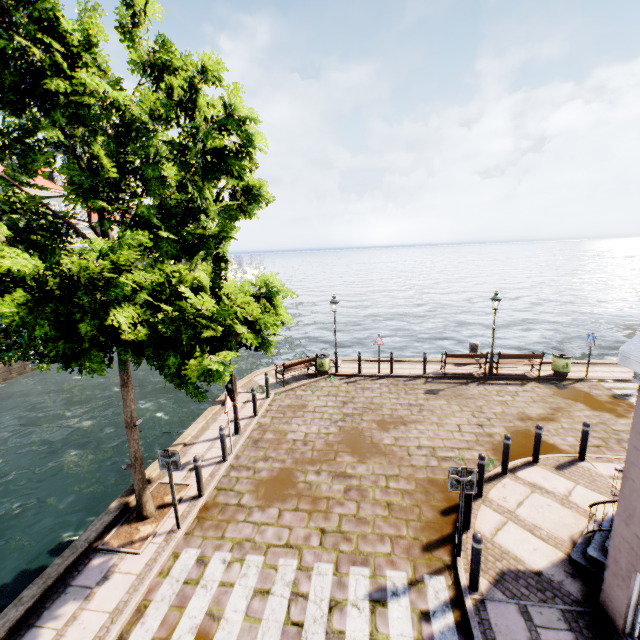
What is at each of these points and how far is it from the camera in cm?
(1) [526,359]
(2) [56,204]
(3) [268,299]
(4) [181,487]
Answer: (1) bench, 1470
(2) building, 3728
(3) tree, 654
(4) tree planter, 836

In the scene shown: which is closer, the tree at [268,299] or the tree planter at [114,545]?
the tree at [268,299]

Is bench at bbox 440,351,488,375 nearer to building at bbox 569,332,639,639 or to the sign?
building at bbox 569,332,639,639

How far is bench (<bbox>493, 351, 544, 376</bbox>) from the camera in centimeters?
1392cm

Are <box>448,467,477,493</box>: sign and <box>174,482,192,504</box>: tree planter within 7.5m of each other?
yes

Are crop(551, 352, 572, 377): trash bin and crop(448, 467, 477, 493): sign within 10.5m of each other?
no

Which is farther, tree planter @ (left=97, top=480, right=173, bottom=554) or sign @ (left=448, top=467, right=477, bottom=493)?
tree planter @ (left=97, top=480, right=173, bottom=554)

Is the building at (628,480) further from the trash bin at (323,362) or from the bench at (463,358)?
the trash bin at (323,362)
